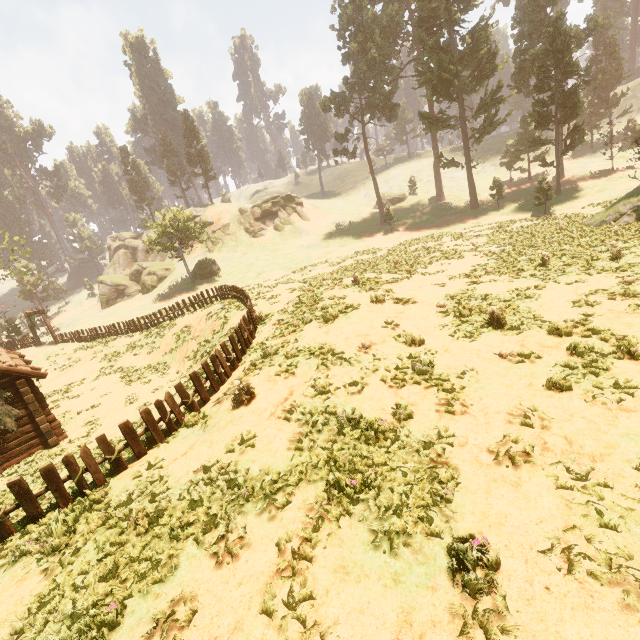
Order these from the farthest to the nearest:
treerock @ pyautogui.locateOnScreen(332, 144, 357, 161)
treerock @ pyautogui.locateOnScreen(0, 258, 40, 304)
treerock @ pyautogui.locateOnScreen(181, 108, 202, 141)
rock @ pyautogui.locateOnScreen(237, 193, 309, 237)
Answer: treerock @ pyautogui.locateOnScreen(181, 108, 202, 141), rock @ pyautogui.locateOnScreen(237, 193, 309, 237), treerock @ pyautogui.locateOnScreen(332, 144, 357, 161), treerock @ pyautogui.locateOnScreen(0, 258, 40, 304)

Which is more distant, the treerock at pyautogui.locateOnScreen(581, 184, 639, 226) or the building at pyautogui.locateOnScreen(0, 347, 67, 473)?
the treerock at pyautogui.locateOnScreen(581, 184, 639, 226)

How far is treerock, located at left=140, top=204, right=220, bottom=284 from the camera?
40.2 meters

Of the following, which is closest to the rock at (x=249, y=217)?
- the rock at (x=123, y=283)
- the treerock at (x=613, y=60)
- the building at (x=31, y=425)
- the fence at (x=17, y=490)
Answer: the rock at (x=123, y=283)

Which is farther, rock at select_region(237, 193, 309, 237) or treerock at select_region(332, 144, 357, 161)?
rock at select_region(237, 193, 309, 237)

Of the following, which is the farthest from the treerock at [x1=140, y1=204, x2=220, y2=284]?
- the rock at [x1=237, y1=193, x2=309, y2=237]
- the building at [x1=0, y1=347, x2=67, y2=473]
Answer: the rock at [x1=237, y1=193, x2=309, y2=237]

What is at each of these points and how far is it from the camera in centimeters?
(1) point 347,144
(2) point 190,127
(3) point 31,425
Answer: (1) treerock, 4816cm
(2) treerock, 5897cm
(3) building, 1427cm

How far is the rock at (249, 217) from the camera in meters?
55.8
